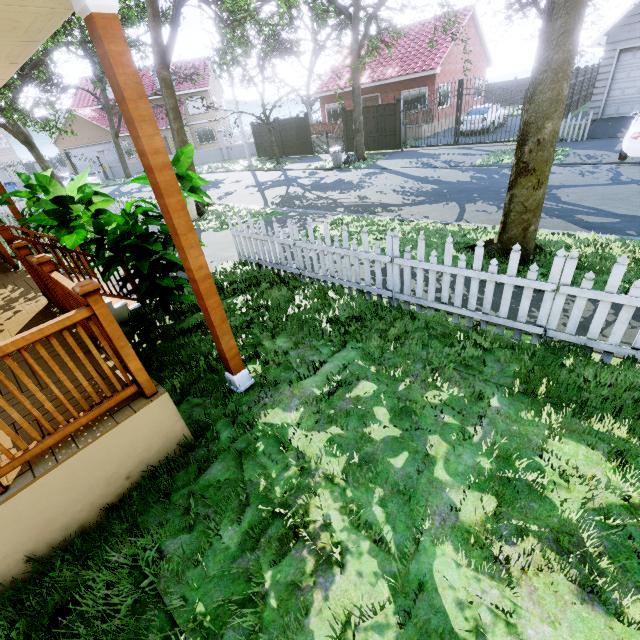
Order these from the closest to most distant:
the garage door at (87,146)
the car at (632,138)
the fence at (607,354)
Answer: the fence at (607,354), the car at (632,138), the garage door at (87,146)

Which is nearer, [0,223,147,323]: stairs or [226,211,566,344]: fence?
[226,211,566,344]: fence

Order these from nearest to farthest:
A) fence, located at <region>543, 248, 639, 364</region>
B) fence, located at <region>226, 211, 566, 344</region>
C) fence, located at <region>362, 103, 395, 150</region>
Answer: fence, located at <region>543, 248, 639, 364</region>
fence, located at <region>226, 211, 566, 344</region>
fence, located at <region>362, 103, 395, 150</region>

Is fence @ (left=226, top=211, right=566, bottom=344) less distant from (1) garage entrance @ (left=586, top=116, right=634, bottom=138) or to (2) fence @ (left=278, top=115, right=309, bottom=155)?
(2) fence @ (left=278, top=115, right=309, bottom=155)

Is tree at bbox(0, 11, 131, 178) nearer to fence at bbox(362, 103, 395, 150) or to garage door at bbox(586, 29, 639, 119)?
fence at bbox(362, 103, 395, 150)

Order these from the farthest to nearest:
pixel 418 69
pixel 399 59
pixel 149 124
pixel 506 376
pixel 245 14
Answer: pixel 399 59 < pixel 418 69 < pixel 245 14 < pixel 506 376 < pixel 149 124

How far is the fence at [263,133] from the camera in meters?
25.0 m

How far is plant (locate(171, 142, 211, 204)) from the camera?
4.6 meters
